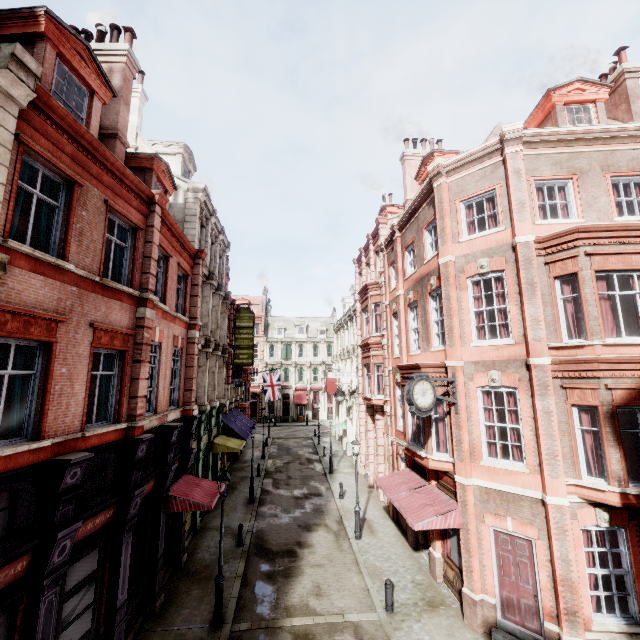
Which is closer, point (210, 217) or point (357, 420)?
point (210, 217)

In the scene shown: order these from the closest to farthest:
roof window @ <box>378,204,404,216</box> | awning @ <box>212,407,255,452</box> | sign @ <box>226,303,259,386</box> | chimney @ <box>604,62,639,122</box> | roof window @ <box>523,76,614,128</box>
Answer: roof window @ <box>523,76,614,128</box>, chimney @ <box>604,62,639,122</box>, awning @ <box>212,407,255,452</box>, sign @ <box>226,303,259,386</box>, roof window @ <box>378,204,404,216</box>

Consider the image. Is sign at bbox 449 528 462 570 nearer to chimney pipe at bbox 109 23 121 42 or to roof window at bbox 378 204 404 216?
roof window at bbox 378 204 404 216

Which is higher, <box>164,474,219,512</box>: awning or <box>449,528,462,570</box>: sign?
<box>164,474,219,512</box>: awning

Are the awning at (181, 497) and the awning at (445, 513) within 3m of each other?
no

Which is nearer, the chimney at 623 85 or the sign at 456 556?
the sign at 456 556

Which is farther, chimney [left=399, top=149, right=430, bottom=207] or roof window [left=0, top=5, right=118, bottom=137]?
chimney [left=399, top=149, right=430, bottom=207]

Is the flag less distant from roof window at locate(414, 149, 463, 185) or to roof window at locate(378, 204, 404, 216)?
roof window at locate(378, 204, 404, 216)
